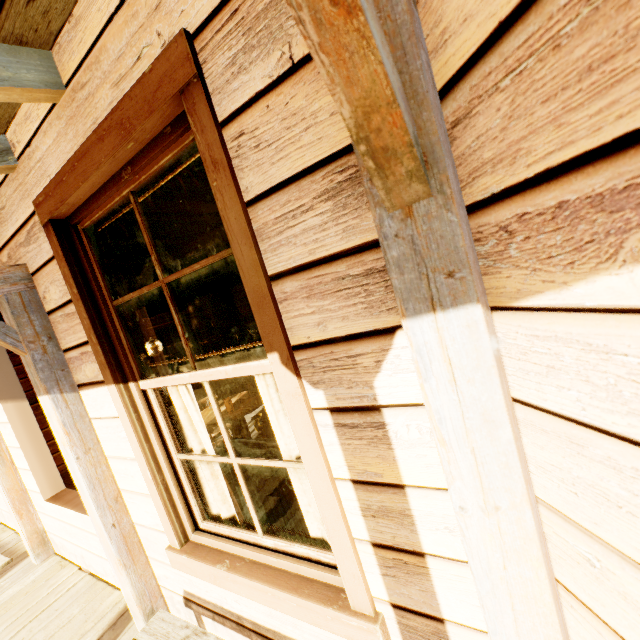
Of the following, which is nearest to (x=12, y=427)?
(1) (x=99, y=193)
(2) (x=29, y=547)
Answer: (2) (x=29, y=547)

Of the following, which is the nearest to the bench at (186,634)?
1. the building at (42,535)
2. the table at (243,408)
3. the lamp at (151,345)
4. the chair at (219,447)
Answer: the building at (42,535)

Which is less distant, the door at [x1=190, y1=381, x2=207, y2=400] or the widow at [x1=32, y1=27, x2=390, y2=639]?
the widow at [x1=32, y1=27, x2=390, y2=639]

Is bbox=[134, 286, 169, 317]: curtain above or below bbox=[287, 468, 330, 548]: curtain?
above

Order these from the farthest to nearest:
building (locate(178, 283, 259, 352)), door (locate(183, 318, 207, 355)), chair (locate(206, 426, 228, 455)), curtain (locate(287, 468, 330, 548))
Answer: door (locate(183, 318, 207, 355)) < building (locate(178, 283, 259, 352)) < chair (locate(206, 426, 228, 455)) < curtain (locate(287, 468, 330, 548))

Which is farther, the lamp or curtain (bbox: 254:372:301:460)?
the lamp

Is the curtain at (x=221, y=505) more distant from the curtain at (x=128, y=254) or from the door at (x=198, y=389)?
the door at (x=198, y=389)

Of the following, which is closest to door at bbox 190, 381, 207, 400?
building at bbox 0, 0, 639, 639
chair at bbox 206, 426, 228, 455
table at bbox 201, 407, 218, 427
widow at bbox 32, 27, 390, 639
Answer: building at bbox 0, 0, 639, 639
